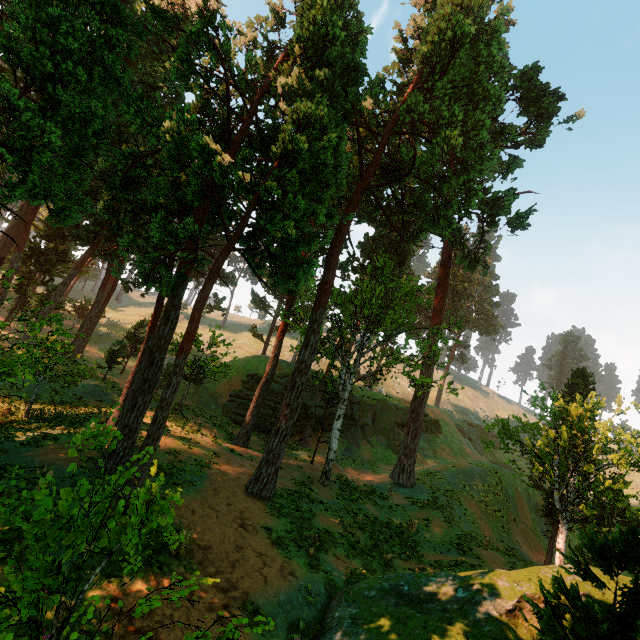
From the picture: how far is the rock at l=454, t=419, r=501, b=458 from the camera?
49.1m

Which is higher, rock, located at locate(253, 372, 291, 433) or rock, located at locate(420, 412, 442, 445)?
rock, located at locate(420, 412, 442, 445)

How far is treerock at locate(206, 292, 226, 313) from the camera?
49.8 meters

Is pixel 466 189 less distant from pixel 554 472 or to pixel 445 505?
pixel 554 472

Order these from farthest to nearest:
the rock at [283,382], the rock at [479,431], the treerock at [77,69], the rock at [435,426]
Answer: the rock at [479,431] → the rock at [435,426] → the rock at [283,382] → the treerock at [77,69]

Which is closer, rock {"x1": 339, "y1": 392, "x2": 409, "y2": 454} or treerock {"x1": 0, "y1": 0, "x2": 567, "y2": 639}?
treerock {"x1": 0, "y1": 0, "x2": 567, "y2": 639}

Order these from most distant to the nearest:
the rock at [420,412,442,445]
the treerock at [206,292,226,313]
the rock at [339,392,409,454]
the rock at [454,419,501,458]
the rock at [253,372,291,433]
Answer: the treerock at [206,292,226,313] → the rock at [454,419,501,458] → the rock at [420,412,442,445] → the rock at [339,392,409,454] → the rock at [253,372,291,433]

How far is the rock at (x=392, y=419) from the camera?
38.2m
